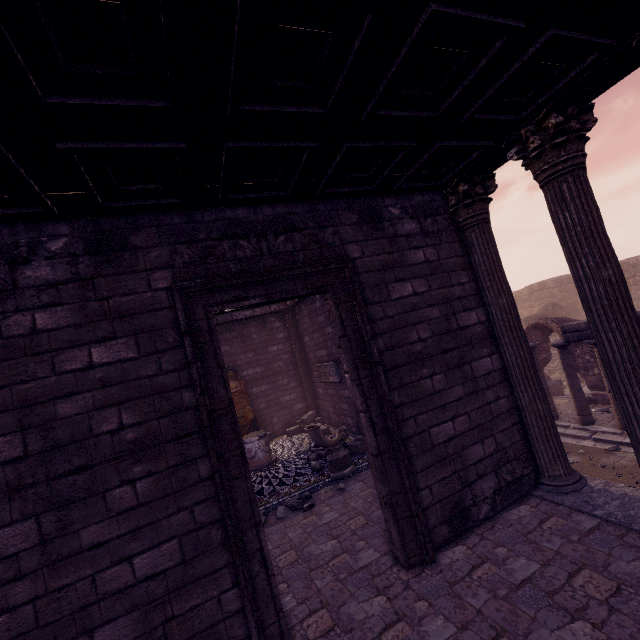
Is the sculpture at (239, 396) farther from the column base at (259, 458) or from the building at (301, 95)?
Answer: the column base at (259, 458)

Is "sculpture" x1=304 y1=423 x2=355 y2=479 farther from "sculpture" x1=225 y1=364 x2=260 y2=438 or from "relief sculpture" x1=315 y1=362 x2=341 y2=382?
"sculpture" x1=225 y1=364 x2=260 y2=438

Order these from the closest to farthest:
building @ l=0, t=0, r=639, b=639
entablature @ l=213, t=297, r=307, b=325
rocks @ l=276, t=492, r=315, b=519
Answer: building @ l=0, t=0, r=639, b=639 → rocks @ l=276, t=492, r=315, b=519 → entablature @ l=213, t=297, r=307, b=325

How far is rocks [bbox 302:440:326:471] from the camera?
7.88m

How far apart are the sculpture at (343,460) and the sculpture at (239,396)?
4.14m

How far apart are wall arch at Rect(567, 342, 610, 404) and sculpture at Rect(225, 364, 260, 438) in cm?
1063

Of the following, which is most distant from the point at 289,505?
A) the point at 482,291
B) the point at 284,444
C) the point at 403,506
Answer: the point at 482,291

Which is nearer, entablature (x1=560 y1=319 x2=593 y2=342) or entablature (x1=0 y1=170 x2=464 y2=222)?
entablature (x1=0 y1=170 x2=464 y2=222)
